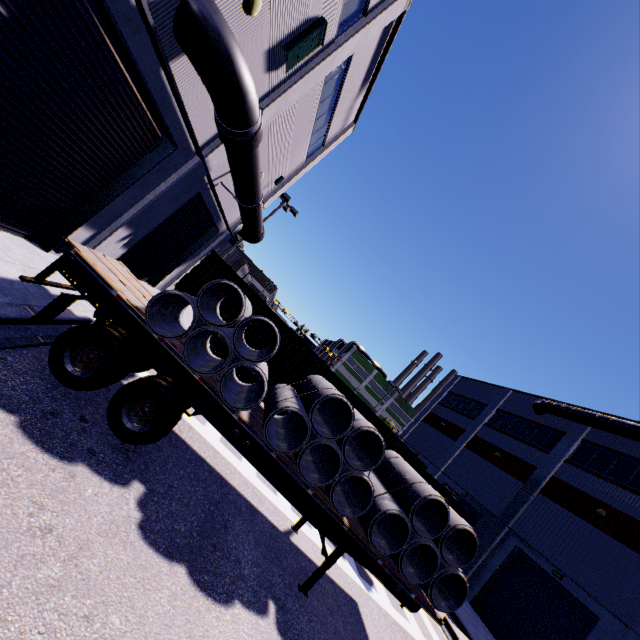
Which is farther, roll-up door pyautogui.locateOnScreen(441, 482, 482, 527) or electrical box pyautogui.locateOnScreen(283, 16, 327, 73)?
roll-up door pyautogui.locateOnScreen(441, 482, 482, 527)

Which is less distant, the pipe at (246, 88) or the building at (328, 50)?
the pipe at (246, 88)

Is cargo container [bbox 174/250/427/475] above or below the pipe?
below

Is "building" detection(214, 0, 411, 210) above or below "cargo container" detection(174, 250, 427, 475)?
above

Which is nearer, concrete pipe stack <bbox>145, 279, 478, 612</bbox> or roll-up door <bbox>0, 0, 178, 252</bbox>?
roll-up door <bbox>0, 0, 178, 252</bbox>

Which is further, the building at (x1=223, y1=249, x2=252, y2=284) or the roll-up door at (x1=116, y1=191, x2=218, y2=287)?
the building at (x1=223, y1=249, x2=252, y2=284)

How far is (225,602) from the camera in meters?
4.4 m

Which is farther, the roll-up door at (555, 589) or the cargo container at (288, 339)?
the roll-up door at (555, 589)
